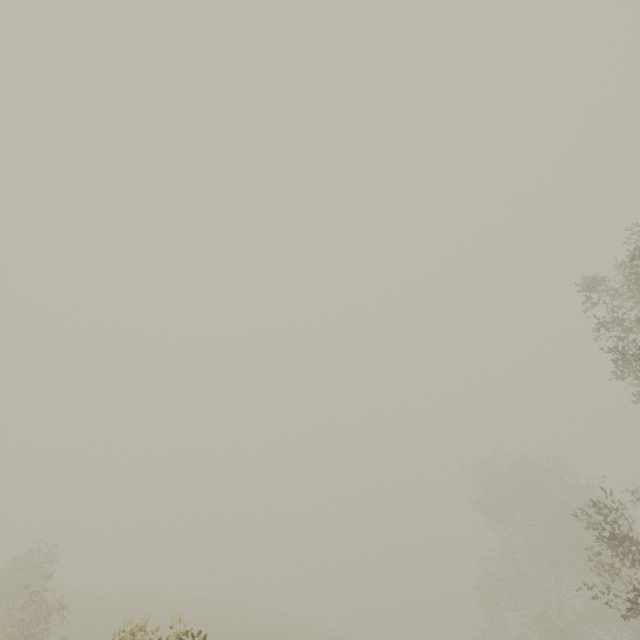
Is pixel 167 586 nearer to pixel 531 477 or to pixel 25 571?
pixel 25 571
